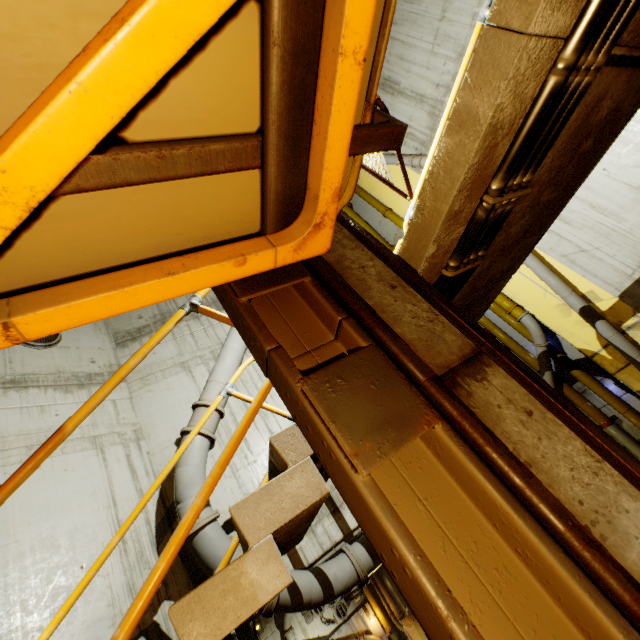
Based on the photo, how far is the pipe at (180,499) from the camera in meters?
5.1 m

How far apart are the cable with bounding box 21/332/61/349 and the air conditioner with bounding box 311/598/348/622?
20.2 meters

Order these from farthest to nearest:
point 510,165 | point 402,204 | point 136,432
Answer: point 402,204, point 136,432, point 510,165

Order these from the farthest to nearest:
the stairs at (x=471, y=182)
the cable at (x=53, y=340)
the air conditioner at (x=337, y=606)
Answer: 1. the air conditioner at (x=337, y=606)
2. the cable at (x=53, y=340)
3. the stairs at (x=471, y=182)

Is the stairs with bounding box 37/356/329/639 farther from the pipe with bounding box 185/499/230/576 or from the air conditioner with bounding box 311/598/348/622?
the air conditioner with bounding box 311/598/348/622

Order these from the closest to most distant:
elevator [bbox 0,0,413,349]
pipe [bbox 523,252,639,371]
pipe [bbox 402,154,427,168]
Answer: elevator [bbox 0,0,413,349] → pipe [bbox 523,252,639,371] → pipe [bbox 402,154,427,168]

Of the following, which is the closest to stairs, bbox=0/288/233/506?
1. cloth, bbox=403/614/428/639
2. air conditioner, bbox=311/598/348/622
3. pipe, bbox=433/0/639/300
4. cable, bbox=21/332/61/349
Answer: pipe, bbox=433/0/639/300

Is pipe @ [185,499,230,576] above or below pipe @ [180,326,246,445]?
below
